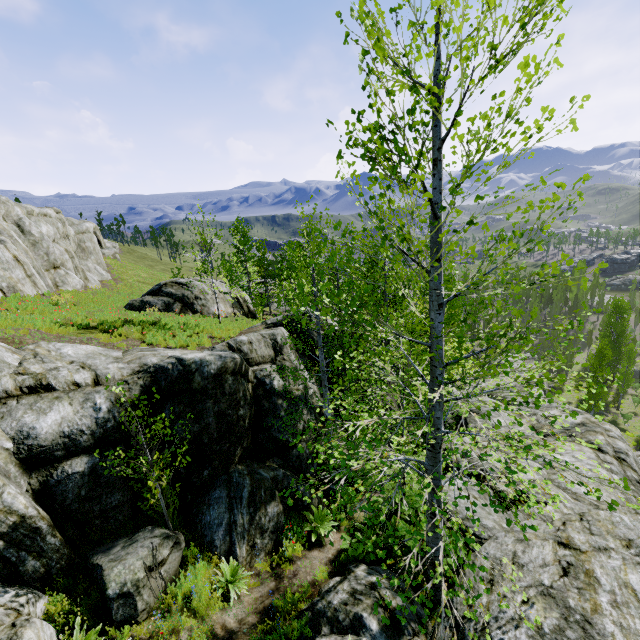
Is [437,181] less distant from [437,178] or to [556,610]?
[437,178]

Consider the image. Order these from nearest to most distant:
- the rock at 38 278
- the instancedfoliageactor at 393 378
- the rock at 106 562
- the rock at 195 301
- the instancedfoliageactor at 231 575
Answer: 1. the instancedfoliageactor at 393 378
2. the rock at 106 562
3. the instancedfoliageactor at 231 575
4. the rock at 38 278
5. the rock at 195 301

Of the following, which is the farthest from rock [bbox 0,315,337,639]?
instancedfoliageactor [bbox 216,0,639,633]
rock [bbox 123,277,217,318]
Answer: rock [bbox 123,277,217,318]

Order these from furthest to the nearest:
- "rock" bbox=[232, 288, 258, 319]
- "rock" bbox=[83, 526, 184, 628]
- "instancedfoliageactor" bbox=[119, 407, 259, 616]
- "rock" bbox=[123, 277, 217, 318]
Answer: "rock" bbox=[232, 288, 258, 319] < "rock" bbox=[123, 277, 217, 318] < "instancedfoliageactor" bbox=[119, 407, 259, 616] < "rock" bbox=[83, 526, 184, 628]

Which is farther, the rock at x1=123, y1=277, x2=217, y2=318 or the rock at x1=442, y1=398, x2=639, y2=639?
the rock at x1=123, y1=277, x2=217, y2=318

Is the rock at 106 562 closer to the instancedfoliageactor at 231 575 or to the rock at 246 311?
the instancedfoliageactor at 231 575

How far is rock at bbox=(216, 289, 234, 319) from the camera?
22.3m
